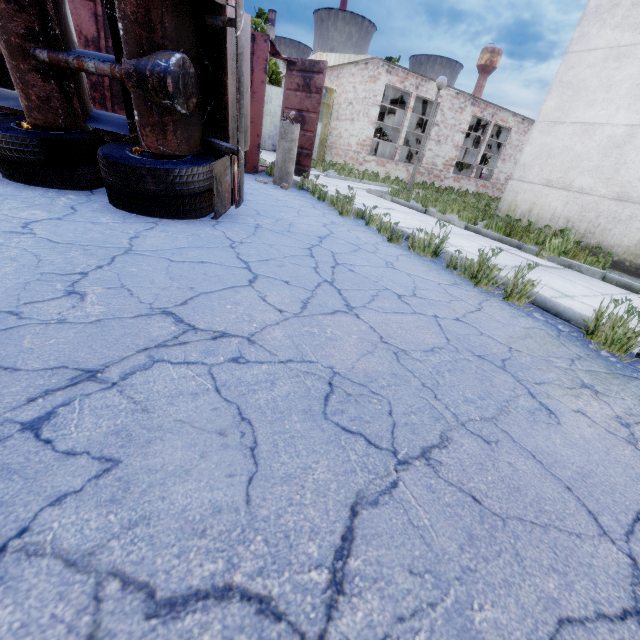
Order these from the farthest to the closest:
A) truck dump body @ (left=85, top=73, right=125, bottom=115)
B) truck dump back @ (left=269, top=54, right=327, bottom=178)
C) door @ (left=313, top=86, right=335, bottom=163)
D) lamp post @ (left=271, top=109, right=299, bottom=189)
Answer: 1. door @ (left=313, top=86, right=335, bottom=163)
2. truck dump back @ (left=269, top=54, right=327, bottom=178)
3. truck dump body @ (left=85, top=73, right=125, bottom=115)
4. lamp post @ (left=271, top=109, right=299, bottom=189)

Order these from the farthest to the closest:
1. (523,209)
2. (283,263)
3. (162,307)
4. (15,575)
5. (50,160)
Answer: (523,209) → (50,160) → (283,263) → (162,307) → (15,575)

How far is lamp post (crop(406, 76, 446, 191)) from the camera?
9.2 meters

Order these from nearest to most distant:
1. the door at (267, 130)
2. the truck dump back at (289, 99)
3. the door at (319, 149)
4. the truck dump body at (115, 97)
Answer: the truck dump body at (115, 97) → the truck dump back at (289, 99) → the door at (319, 149) → the door at (267, 130)

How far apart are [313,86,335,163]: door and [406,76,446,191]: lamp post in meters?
9.4 m

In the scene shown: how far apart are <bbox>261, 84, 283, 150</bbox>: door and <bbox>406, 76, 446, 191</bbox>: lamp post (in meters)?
15.88

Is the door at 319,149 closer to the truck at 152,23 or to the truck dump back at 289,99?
the truck dump back at 289,99

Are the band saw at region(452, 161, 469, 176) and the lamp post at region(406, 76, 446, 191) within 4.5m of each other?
no
